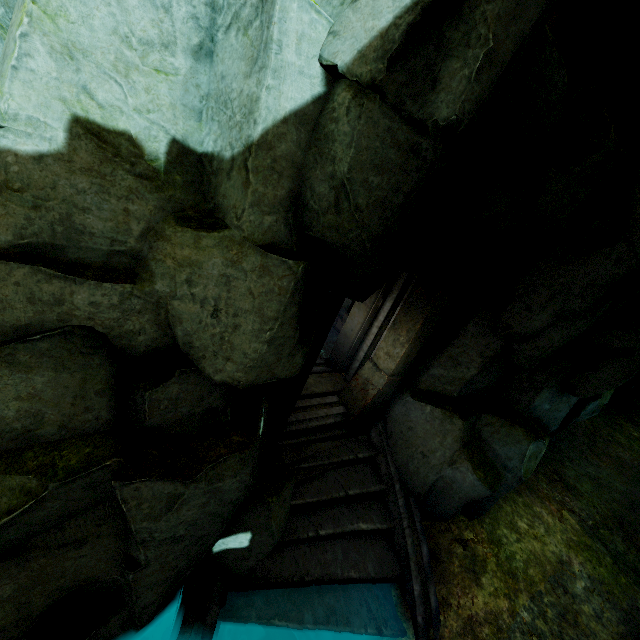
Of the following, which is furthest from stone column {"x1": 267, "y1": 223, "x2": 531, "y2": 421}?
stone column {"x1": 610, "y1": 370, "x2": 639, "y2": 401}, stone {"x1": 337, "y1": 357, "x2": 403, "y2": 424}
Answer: stone column {"x1": 610, "y1": 370, "x2": 639, "y2": 401}

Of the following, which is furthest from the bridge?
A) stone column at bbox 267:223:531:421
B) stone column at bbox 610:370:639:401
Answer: stone column at bbox 610:370:639:401

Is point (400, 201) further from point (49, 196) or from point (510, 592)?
point (510, 592)

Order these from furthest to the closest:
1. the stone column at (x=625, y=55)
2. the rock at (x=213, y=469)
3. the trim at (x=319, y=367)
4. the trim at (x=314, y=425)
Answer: the trim at (x=319, y=367)
the trim at (x=314, y=425)
the stone column at (x=625, y=55)
the rock at (x=213, y=469)

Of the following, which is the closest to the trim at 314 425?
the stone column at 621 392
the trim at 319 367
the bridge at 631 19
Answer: the trim at 319 367

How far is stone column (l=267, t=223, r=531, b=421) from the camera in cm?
488

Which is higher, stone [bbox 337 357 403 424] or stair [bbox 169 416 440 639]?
stone [bbox 337 357 403 424]

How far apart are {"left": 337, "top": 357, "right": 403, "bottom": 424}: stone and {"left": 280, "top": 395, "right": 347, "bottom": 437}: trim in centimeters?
1cm
